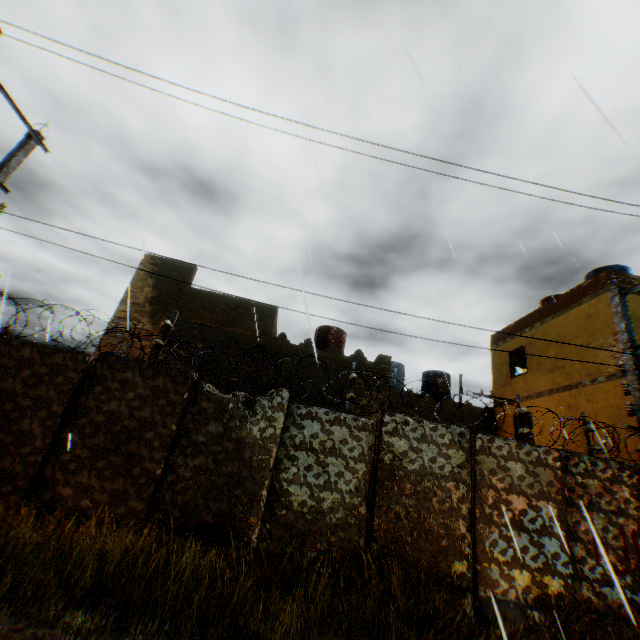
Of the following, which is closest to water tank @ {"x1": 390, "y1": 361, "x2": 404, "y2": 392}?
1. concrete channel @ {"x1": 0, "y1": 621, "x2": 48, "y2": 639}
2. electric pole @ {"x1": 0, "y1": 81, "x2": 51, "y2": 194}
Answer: concrete channel @ {"x1": 0, "y1": 621, "x2": 48, "y2": 639}

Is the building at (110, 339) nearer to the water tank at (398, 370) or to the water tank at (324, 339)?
the water tank at (324, 339)

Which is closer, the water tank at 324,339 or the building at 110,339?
the building at 110,339

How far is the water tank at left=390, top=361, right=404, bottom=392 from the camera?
18.0m

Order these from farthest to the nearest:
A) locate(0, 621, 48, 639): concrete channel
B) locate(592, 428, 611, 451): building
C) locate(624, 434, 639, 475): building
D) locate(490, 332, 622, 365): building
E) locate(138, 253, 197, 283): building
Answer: locate(138, 253, 197, 283): building
locate(490, 332, 622, 365): building
locate(624, 434, 639, 475): building
locate(592, 428, 611, 451): building
locate(0, 621, 48, 639): concrete channel

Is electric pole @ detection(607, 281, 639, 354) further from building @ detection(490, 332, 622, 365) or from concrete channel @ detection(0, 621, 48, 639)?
building @ detection(490, 332, 622, 365)

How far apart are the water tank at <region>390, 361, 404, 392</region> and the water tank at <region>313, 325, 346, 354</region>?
3.32m

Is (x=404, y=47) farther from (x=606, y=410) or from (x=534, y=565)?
(x=606, y=410)
